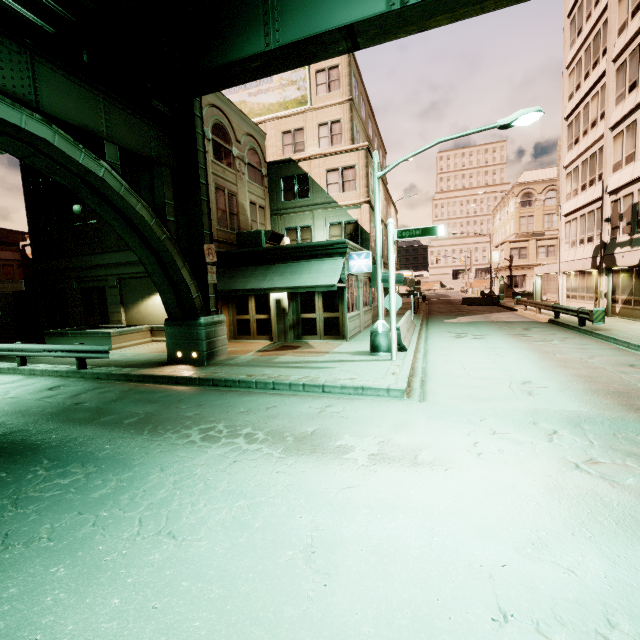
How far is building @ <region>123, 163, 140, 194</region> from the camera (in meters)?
17.58

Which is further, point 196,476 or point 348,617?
point 196,476

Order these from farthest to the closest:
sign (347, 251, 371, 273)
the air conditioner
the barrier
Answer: the air conditioner < sign (347, 251, 371, 273) < the barrier

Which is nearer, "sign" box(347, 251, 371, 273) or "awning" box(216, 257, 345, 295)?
"awning" box(216, 257, 345, 295)

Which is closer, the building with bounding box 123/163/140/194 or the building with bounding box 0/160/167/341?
the building with bounding box 123/163/140/194

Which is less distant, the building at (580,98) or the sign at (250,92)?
the building at (580,98)

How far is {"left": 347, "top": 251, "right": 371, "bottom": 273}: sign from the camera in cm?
1499

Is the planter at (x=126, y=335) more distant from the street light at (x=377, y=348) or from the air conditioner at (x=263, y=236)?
the street light at (x=377, y=348)
